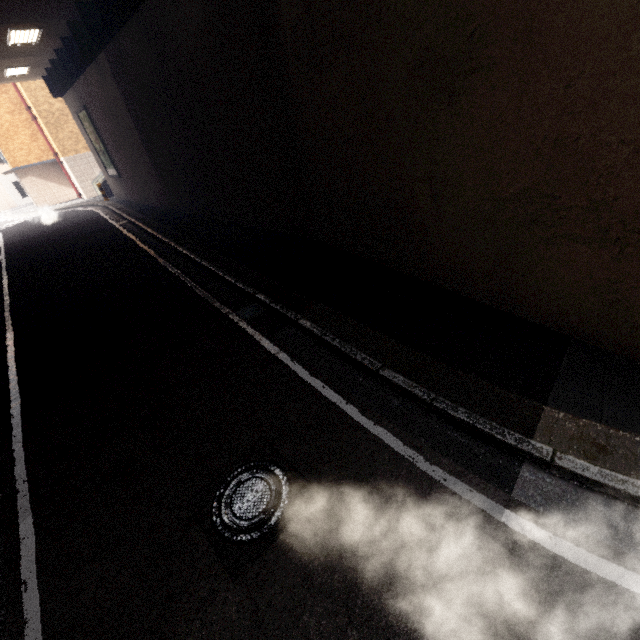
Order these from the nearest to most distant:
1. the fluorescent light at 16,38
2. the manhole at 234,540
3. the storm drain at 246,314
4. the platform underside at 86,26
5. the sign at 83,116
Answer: the manhole at 234,540, the storm drain at 246,314, the platform underside at 86,26, the fluorescent light at 16,38, the sign at 83,116

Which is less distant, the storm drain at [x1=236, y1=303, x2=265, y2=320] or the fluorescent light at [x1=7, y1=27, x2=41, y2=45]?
the storm drain at [x1=236, y1=303, x2=265, y2=320]

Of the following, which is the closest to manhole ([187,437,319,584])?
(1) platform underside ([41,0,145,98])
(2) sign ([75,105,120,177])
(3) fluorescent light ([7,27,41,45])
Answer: (1) platform underside ([41,0,145,98])

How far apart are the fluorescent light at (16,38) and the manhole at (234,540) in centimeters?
1718cm

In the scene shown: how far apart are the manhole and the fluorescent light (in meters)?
17.18

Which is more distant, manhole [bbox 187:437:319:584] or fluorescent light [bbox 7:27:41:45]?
fluorescent light [bbox 7:27:41:45]

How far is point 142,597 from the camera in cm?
264

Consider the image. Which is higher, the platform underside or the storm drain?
the platform underside
